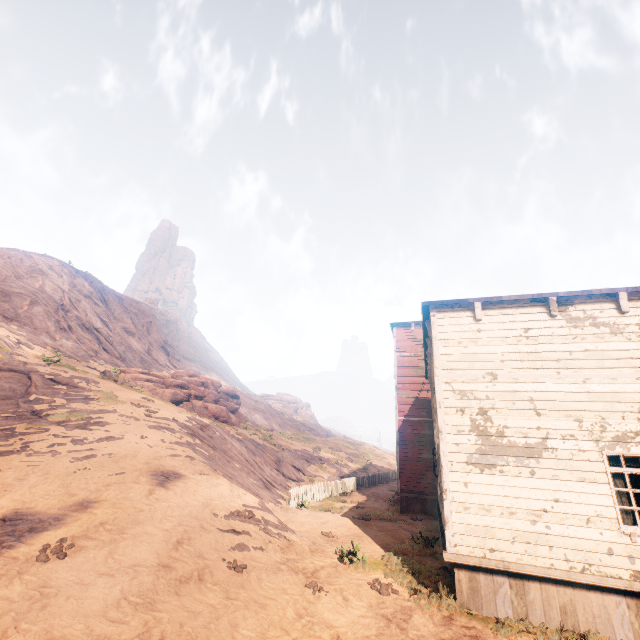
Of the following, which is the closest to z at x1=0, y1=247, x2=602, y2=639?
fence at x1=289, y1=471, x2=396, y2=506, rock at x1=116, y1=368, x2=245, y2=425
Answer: fence at x1=289, y1=471, x2=396, y2=506

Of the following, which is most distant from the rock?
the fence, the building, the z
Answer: the building

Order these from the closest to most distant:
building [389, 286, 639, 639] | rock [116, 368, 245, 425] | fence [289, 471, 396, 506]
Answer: building [389, 286, 639, 639], fence [289, 471, 396, 506], rock [116, 368, 245, 425]

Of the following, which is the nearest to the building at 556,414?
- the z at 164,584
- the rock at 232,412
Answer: the z at 164,584

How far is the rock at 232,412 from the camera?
27.4 meters

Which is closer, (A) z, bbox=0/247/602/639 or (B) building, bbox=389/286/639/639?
(A) z, bbox=0/247/602/639

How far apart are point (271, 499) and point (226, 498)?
6.52m
